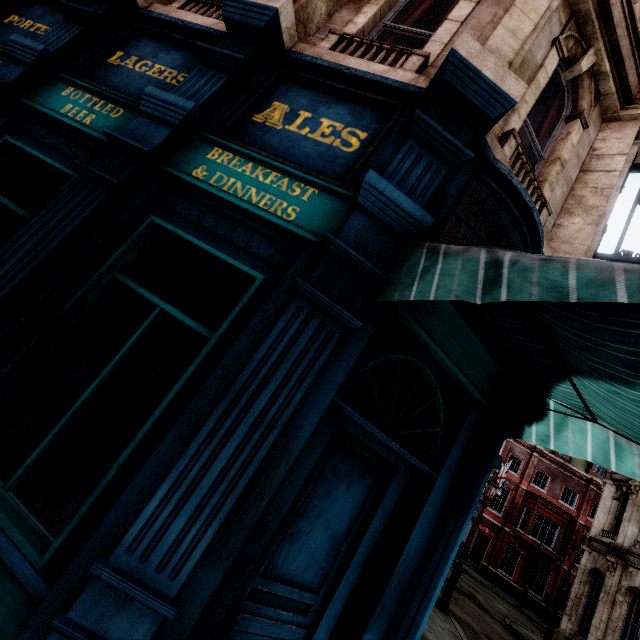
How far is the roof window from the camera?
30.3m

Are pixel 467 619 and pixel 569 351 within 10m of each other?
no

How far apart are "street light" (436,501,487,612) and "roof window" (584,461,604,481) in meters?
27.3 m

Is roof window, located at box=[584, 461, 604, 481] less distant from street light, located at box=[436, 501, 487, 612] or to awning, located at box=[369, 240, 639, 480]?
street light, located at box=[436, 501, 487, 612]

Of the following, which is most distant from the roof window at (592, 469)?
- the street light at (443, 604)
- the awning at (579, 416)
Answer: the awning at (579, 416)

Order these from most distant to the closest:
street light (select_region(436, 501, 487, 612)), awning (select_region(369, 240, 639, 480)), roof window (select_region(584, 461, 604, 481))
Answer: roof window (select_region(584, 461, 604, 481)) < street light (select_region(436, 501, 487, 612)) < awning (select_region(369, 240, 639, 480))

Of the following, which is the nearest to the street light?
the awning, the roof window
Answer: the awning

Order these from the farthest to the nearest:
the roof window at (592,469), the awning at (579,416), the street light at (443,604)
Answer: the roof window at (592,469) < the street light at (443,604) < the awning at (579,416)
